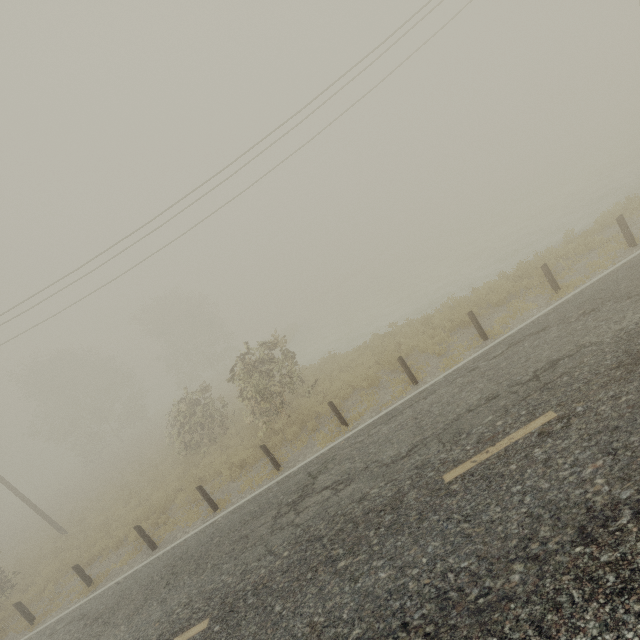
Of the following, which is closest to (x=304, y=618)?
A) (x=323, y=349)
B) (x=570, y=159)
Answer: (x=323, y=349)
